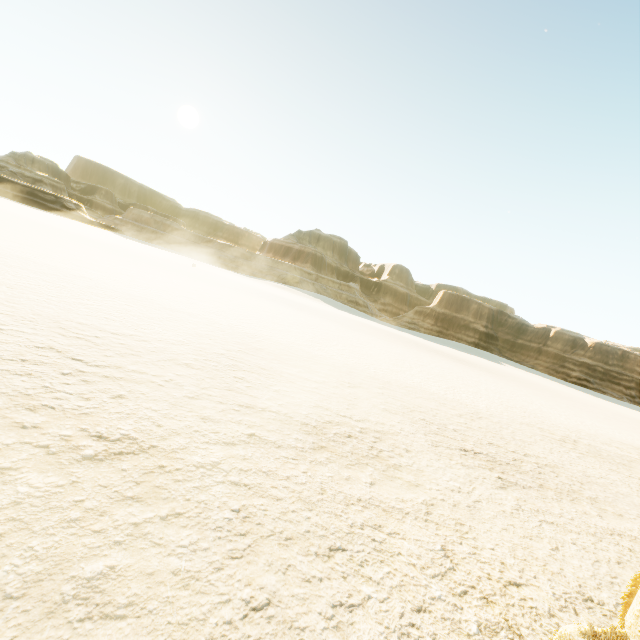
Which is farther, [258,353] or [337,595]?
[258,353]
